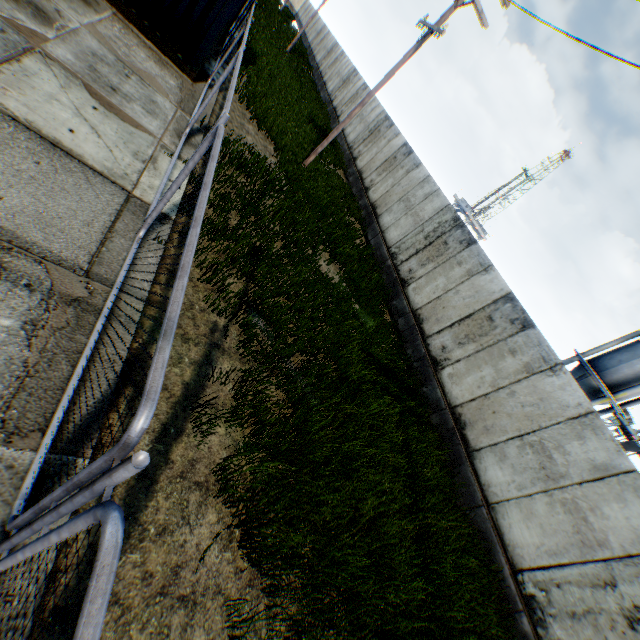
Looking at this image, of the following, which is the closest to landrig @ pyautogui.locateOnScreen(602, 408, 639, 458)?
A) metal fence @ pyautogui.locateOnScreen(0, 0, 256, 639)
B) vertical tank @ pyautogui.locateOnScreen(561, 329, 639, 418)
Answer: vertical tank @ pyautogui.locateOnScreen(561, 329, 639, 418)

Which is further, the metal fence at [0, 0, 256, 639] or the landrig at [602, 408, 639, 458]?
the landrig at [602, 408, 639, 458]

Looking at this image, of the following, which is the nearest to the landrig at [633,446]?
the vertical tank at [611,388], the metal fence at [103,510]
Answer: the vertical tank at [611,388]

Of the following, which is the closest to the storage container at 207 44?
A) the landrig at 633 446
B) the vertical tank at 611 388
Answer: the vertical tank at 611 388

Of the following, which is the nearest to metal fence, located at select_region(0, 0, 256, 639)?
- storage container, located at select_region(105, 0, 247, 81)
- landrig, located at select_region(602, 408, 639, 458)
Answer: storage container, located at select_region(105, 0, 247, 81)

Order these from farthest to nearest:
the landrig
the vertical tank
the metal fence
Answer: the landrig < the vertical tank < the metal fence

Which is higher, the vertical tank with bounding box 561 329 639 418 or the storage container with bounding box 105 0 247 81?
the vertical tank with bounding box 561 329 639 418

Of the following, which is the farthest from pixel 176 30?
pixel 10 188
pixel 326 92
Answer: pixel 326 92
